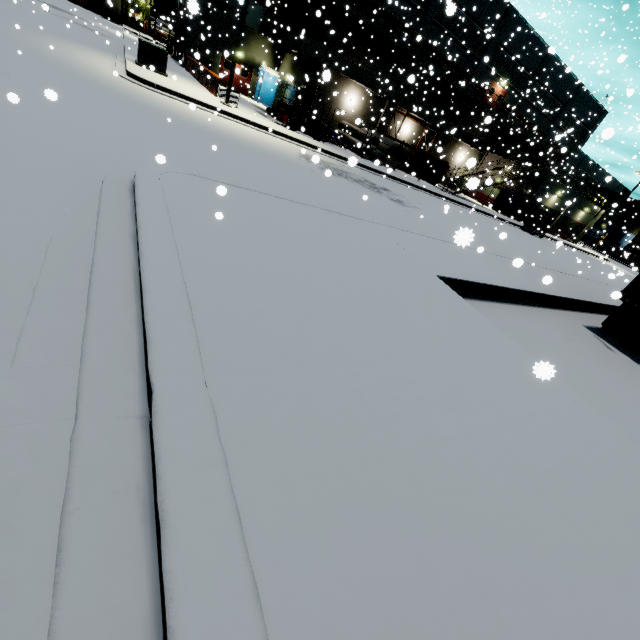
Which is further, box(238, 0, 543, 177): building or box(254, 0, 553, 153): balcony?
box(238, 0, 543, 177): building

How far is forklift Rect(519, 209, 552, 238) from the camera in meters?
29.1 m

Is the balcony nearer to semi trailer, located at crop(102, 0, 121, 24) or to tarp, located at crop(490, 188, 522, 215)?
tarp, located at crop(490, 188, 522, 215)

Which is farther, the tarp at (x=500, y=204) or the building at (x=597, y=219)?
the building at (x=597, y=219)

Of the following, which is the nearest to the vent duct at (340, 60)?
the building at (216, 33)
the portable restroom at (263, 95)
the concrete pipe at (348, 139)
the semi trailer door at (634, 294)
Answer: the building at (216, 33)

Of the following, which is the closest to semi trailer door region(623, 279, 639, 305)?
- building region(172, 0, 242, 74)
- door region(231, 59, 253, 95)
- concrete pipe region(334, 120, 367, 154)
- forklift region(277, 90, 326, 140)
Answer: building region(172, 0, 242, 74)

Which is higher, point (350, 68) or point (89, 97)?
point (350, 68)

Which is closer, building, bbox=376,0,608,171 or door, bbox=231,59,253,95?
door, bbox=231,59,253,95
